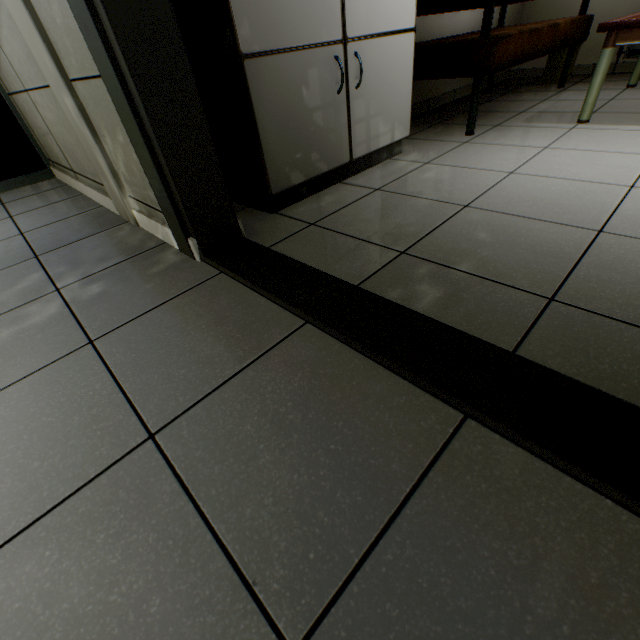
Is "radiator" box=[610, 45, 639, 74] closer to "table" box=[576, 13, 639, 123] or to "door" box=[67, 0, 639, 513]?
A: "table" box=[576, 13, 639, 123]

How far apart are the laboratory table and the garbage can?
2.8m

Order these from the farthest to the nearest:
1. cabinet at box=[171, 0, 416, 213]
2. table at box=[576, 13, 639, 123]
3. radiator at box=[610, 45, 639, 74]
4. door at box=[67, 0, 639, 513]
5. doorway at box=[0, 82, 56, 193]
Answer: radiator at box=[610, 45, 639, 74], doorway at box=[0, 82, 56, 193], table at box=[576, 13, 639, 123], cabinet at box=[171, 0, 416, 213], door at box=[67, 0, 639, 513]

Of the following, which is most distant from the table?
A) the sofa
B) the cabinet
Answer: the cabinet

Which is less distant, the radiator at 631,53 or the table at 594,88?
the table at 594,88

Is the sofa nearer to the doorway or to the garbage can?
the garbage can

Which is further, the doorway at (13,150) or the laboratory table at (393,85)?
Result: the doorway at (13,150)

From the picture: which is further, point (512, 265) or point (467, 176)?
point (467, 176)
